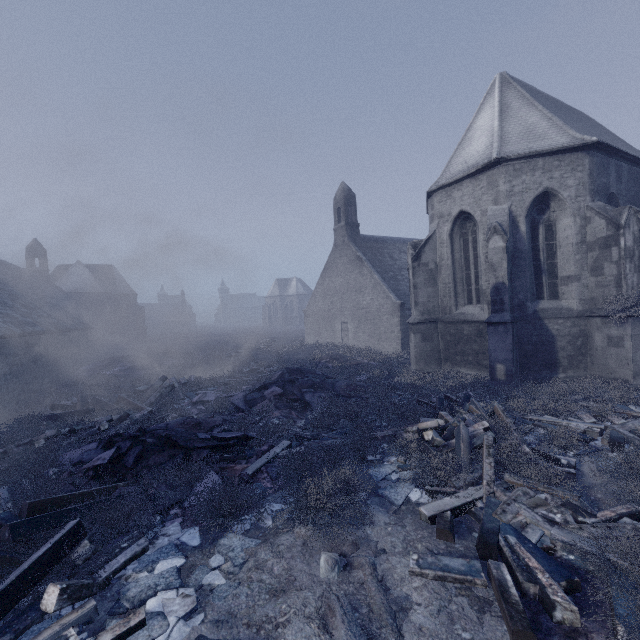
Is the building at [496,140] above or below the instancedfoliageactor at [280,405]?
above

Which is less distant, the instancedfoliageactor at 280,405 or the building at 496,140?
the instancedfoliageactor at 280,405

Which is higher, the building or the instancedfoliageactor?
the building

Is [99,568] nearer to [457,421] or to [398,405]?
[457,421]

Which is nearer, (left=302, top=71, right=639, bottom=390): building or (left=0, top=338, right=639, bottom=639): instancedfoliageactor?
(left=0, top=338, right=639, bottom=639): instancedfoliageactor
